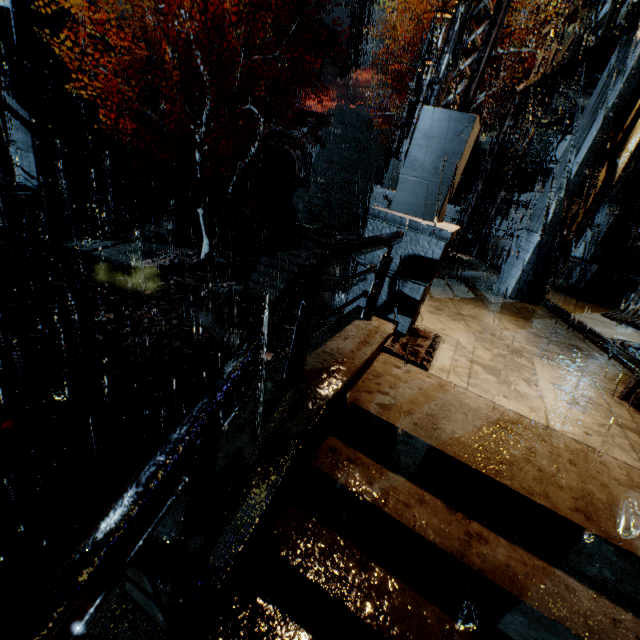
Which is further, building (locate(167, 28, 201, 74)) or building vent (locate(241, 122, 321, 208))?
building (locate(167, 28, 201, 74))

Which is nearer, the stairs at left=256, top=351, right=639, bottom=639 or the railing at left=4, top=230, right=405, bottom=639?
the railing at left=4, top=230, right=405, bottom=639

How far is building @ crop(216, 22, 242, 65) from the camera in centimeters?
2948cm

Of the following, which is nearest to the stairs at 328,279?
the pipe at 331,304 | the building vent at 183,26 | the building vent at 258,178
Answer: the building vent at 258,178

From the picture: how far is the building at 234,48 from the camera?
29.5 meters

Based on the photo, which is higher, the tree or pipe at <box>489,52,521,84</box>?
pipe at <box>489,52,521,84</box>

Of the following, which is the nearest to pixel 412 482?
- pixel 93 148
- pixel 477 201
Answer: pixel 477 201

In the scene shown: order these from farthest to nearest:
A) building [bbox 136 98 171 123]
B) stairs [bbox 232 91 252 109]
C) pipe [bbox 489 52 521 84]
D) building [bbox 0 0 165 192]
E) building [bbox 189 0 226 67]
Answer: building [bbox 189 0 226 67] < stairs [bbox 232 91 252 109] < pipe [bbox 489 52 521 84] < building [bbox 136 98 171 123] < building [bbox 0 0 165 192]
